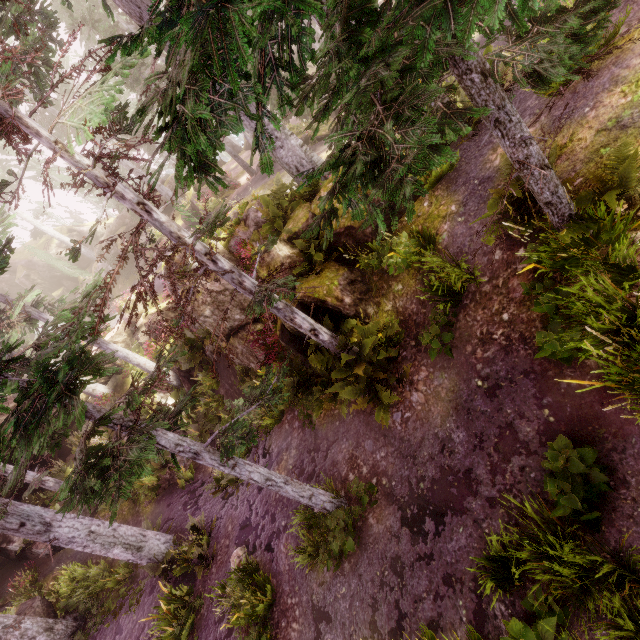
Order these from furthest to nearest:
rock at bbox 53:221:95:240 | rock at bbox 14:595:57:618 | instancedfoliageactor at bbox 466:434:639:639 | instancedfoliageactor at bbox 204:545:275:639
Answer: rock at bbox 53:221:95:240, rock at bbox 14:595:57:618, instancedfoliageactor at bbox 204:545:275:639, instancedfoliageactor at bbox 466:434:639:639

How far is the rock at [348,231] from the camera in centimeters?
851cm

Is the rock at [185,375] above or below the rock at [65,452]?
below

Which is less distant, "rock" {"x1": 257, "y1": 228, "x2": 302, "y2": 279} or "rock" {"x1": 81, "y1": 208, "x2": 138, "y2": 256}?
"rock" {"x1": 257, "y1": 228, "x2": 302, "y2": 279}

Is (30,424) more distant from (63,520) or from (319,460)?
(63,520)

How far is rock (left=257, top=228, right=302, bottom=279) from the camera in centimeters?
940cm

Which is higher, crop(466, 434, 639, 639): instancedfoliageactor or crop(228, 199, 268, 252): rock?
crop(228, 199, 268, 252): rock
